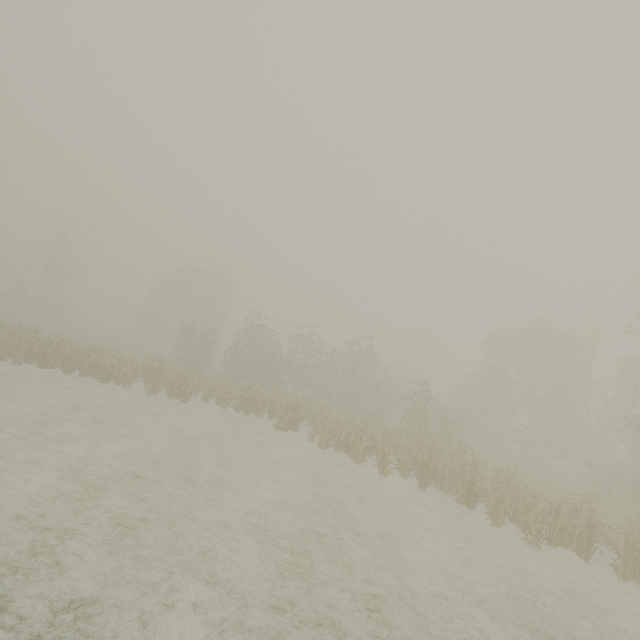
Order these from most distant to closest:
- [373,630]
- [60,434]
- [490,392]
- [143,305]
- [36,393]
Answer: [143,305], [490,392], [36,393], [60,434], [373,630]
